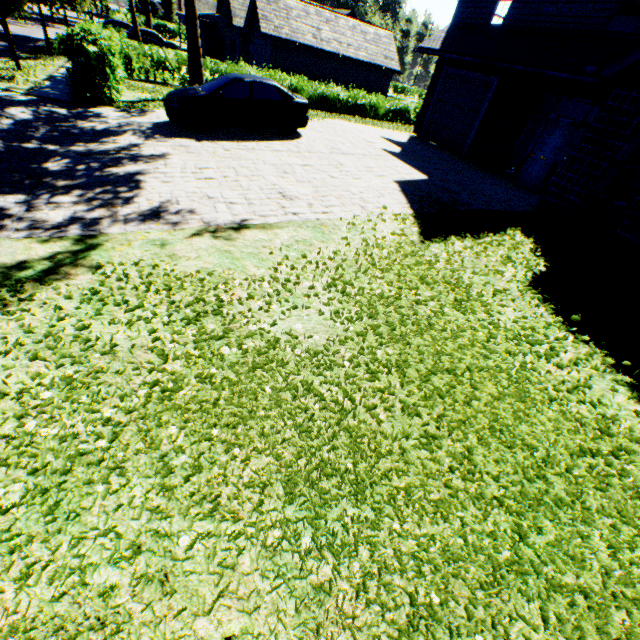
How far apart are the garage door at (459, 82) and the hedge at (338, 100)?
8.9m

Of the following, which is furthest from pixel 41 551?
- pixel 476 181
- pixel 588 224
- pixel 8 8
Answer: pixel 8 8

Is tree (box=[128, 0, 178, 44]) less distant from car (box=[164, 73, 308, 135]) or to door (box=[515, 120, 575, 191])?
car (box=[164, 73, 308, 135])

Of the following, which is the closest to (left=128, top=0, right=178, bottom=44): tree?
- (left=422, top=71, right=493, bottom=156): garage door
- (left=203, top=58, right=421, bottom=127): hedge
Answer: (left=203, top=58, right=421, bottom=127): hedge

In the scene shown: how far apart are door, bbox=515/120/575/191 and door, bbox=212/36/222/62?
37.20m

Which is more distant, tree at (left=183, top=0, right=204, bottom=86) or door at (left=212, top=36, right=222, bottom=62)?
door at (left=212, top=36, right=222, bottom=62)

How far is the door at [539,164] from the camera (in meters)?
11.07

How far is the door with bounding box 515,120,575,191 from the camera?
11.07m
